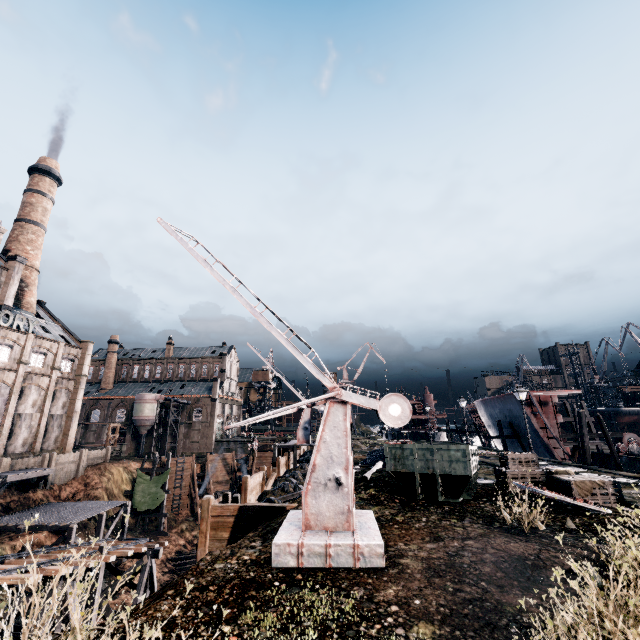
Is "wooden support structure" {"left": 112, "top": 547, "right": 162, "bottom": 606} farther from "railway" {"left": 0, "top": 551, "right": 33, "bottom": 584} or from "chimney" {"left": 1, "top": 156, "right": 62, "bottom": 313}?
"chimney" {"left": 1, "top": 156, "right": 62, "bottom": 313}

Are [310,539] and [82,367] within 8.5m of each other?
no

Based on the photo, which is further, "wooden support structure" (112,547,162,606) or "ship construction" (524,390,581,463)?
"ship construction" (524,390,581,463)

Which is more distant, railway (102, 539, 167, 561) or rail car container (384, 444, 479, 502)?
railway (102, 539, 167, 561)

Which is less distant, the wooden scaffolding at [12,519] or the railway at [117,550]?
the railway at [117,550]

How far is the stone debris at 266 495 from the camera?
20.1m

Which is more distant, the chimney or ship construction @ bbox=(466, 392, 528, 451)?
the chimney

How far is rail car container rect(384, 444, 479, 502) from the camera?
13.1m
